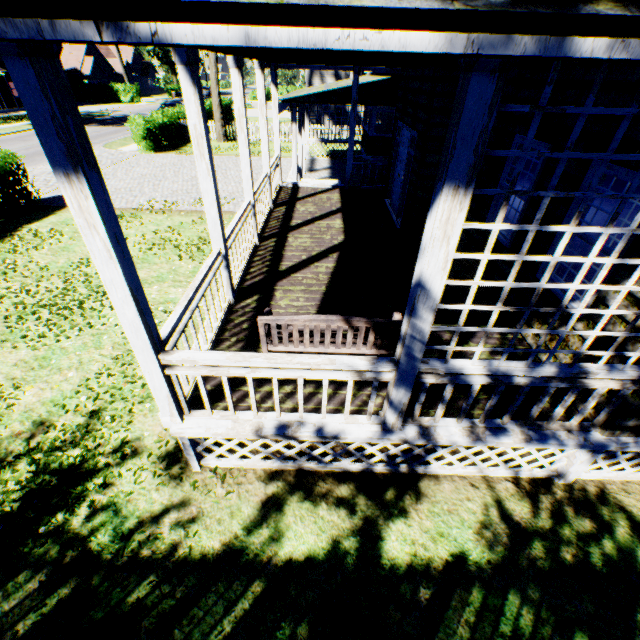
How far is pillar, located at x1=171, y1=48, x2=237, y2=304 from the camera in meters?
3.7 m

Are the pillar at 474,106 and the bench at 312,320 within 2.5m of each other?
yes

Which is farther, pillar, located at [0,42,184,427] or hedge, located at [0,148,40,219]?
hedge, located at [0,148,40,219]

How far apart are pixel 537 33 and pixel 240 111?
6.1 meters

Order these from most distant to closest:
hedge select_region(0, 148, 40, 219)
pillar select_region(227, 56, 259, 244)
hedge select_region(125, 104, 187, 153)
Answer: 1. hedge select_region(125, 104, 187, 153)
2. hedge select_region(0, 148, 40, 219)
3. pillar select_region(227, 56, 259, 244)

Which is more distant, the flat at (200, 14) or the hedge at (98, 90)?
the hedge at (98, 90)

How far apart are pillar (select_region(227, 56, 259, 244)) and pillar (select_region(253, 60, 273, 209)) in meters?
2.2 m

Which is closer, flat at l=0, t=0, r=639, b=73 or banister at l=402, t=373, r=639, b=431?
flat at l=0, t=0, r=639, b=73
